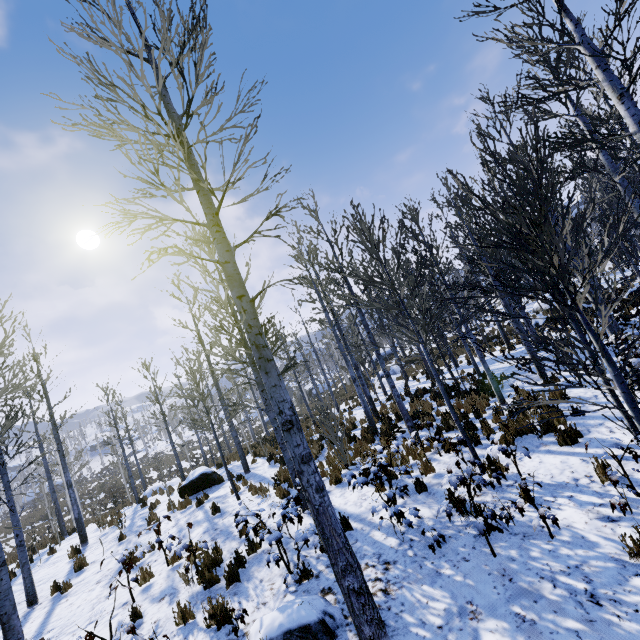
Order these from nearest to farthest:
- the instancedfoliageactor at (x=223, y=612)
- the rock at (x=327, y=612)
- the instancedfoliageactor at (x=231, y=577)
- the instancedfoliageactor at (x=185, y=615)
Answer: the rock at (x=327, y=612)
the instancedfoliageactor at (x=223, y=612)
the instancedfoliageactor at (x=185, y=615)
the instancedfoliageactor at (x=231, y=577)

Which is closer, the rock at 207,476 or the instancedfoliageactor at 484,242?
the instancedfoliageactor at 484,242

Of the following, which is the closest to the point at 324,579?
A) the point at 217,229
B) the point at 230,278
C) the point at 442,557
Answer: the point at 442,557

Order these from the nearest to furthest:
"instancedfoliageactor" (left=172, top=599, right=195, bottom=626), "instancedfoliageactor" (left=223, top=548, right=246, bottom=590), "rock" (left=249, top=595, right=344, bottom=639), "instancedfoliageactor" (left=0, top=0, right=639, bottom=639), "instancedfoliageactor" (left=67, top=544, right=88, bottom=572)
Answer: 1. "instancedfoliageactor" (left=0, top=0, right=639, bottom=639)
2. "rock" (left=249, top=595, right=344, bottom=639)
3. "instancedfoliageactor" (left=172, top=599, right=195, bottom=626)
4. "instancedfoliageactor" (left=223, top=548, right=246, bottom=590)
5. "instancedfoliageactor" (left=67, top=544, right=88, bottom=572)

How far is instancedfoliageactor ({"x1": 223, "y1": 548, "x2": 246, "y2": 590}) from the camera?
5.7m

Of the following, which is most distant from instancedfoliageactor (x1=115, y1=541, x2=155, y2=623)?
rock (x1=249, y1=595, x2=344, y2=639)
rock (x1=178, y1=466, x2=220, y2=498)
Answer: rock (x1=249, y1=595, x2=344, y2=639)
